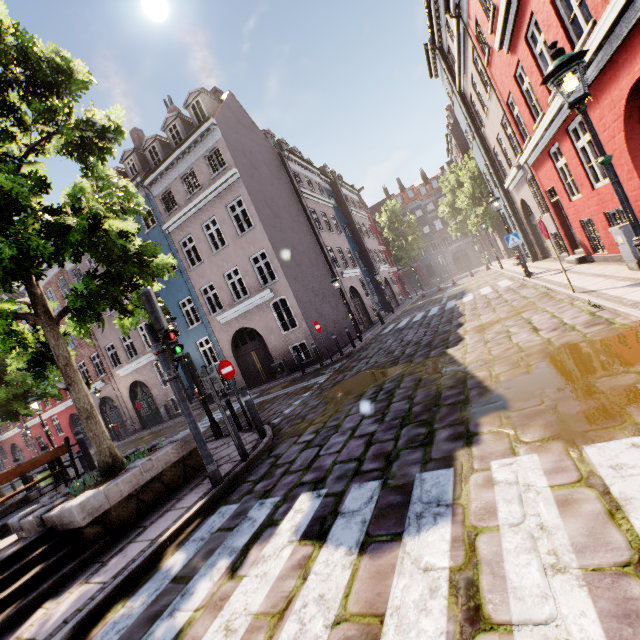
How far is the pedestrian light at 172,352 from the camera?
5.40m

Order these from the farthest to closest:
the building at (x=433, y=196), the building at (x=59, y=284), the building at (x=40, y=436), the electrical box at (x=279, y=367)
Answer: the building at (x=433, y=196) < the building at (x=40, y=436) < the building at (x=59, y=284) < the electrical box at (x=279, y=367)

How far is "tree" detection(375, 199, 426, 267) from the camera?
43.6 meters

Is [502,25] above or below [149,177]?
below

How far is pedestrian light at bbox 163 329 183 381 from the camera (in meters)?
5.40

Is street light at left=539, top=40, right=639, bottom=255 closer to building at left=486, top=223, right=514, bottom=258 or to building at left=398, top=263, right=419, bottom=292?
building at left=486, top=223, right=514, bottom=258

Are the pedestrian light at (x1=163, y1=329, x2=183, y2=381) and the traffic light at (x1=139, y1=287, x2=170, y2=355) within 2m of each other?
yes

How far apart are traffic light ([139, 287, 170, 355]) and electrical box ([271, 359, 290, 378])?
11.2m
